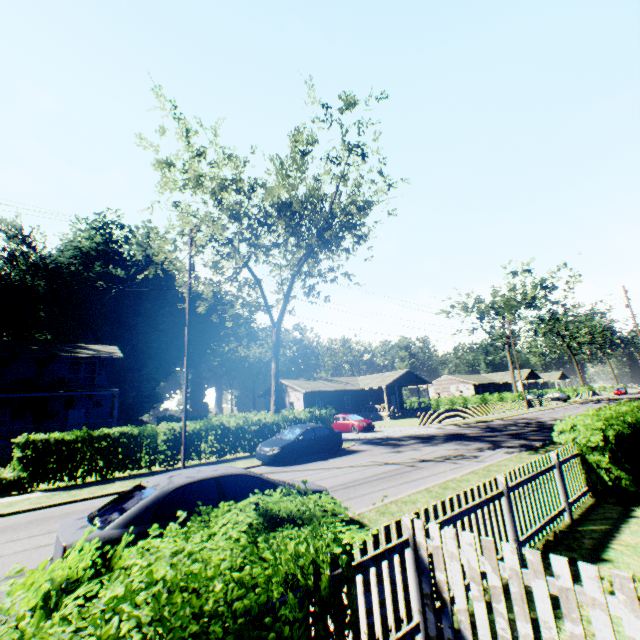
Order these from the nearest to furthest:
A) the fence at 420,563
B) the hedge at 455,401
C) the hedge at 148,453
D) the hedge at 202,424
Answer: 1. the fence at 420,563
2. the hedge at 148,453
3. the hedge at 202,424
4. the hedge at 455,401

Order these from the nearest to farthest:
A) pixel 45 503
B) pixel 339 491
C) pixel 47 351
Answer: pixel 339 491 → pixel 45 503 → pixel 47 351

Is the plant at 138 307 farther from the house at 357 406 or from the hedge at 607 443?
the house at 357 406

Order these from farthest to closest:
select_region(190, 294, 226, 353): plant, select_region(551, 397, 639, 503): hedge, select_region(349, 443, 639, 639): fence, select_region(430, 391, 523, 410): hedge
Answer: select_region(190, 294, 226, 353): plant < select_region(430, 391, 523, 410): hedge < select_region(551, 397, 639, 503): hedge < select_region(349, 443, 639, 639): fence

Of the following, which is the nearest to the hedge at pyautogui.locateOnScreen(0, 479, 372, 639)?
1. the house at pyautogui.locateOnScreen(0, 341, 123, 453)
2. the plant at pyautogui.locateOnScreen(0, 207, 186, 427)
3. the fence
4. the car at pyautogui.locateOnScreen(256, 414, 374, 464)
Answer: the fence

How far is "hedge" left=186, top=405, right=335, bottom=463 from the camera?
17.5 meters

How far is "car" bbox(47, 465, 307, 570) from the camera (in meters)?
4.44

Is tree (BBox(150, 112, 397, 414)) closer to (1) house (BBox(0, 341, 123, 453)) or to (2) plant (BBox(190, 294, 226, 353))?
(1) house (BBox(0, 341, 123, 453))
